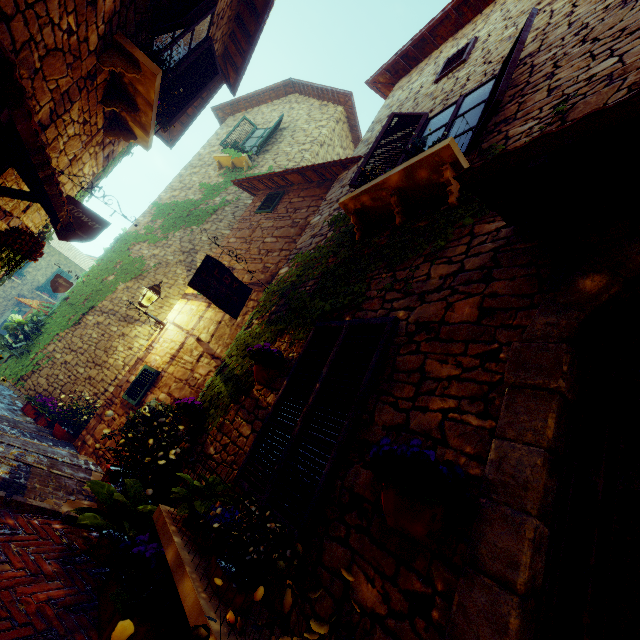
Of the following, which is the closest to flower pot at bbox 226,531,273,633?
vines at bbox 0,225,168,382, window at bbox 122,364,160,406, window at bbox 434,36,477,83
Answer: window at bbox 122,364,160,406

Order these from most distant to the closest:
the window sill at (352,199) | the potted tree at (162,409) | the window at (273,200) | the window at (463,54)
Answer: the window at (273,200) < the window at (463,54) < the potted tree at (162,409) < the window sill at (352,199)

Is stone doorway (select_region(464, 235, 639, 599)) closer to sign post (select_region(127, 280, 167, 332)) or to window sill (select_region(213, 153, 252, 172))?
sign post (select_region(127, 280, 167, 332))

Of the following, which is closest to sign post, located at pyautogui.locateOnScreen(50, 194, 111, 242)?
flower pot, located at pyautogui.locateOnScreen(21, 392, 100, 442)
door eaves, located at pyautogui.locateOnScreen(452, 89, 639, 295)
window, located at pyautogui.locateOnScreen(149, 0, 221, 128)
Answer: window, located at pyautogui.locateOnScreen(149, 0, 221, 128)

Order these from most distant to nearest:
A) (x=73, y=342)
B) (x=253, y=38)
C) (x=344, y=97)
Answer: (x=344, y=97)
(x=73, y=342)
(x=253, y=38)

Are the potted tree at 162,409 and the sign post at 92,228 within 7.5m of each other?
yes

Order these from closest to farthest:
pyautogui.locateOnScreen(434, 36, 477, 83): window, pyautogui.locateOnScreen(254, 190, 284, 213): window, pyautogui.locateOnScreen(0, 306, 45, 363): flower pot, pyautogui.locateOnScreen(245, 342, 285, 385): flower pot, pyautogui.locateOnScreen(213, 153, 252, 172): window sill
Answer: pyautogui.locateOnScreen(245, 342, 285, 385): flower pot, pyautogui.locateOnScreen(434, 36, 477, 83): window, pyautogui.locateOnScreen(254, 190, 284, 213): window, pyautogui.locateOnScreen(0, 306, 45, 363): flower pot, pyautogui.locateOnScreen(213, 153, 252, 172): window sill

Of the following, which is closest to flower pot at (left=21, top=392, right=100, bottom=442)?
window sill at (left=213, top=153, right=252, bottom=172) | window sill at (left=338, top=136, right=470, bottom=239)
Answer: window sill at (left=338, top=136, right=470, bottom=239)
